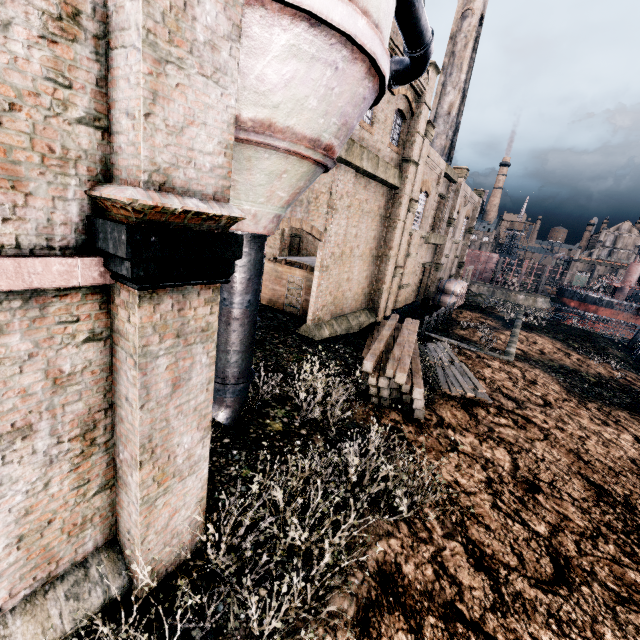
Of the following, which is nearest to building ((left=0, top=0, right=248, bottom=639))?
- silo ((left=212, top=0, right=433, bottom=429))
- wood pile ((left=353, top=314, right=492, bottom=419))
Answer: silo ((left=212, top=0, right=433, bottom=429))

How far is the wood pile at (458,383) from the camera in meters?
12.3

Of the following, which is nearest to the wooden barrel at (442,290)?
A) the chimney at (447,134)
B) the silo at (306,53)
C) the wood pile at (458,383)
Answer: the chimney at (447,134)

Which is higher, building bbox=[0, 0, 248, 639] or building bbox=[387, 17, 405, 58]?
building bbox=[387, 17, 405, 58]

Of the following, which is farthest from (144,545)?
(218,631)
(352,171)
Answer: (352,171)

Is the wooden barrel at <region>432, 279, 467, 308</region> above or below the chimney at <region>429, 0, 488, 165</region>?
below

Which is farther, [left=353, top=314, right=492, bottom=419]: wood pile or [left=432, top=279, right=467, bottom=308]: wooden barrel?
[left=432, top=279, right=467, bottom=308]: wooden barrel

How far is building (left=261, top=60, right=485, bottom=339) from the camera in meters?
15.2
